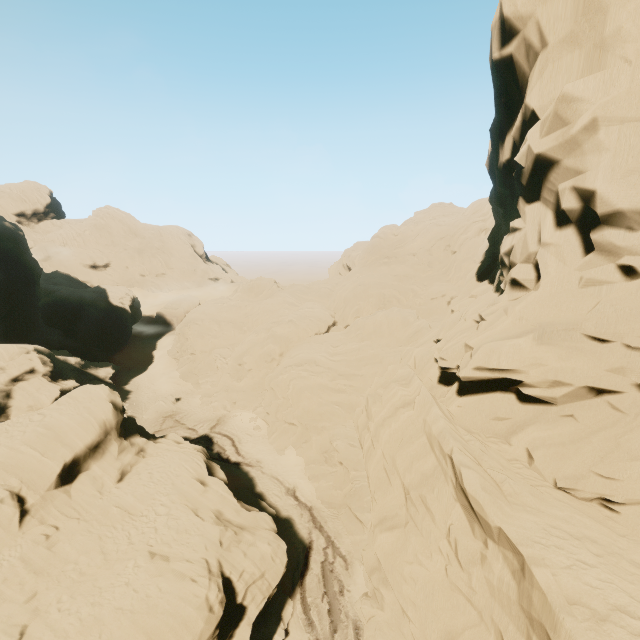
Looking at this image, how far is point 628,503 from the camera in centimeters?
870cm

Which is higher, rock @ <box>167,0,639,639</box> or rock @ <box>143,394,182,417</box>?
rock @ <box>167,0,639,639</box>

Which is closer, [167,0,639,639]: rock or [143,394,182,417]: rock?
[167,0,639,639]: rock

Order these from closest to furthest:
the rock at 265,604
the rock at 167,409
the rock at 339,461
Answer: the rock at 339,461 < the rock at 265,604 < the rock at 167,409

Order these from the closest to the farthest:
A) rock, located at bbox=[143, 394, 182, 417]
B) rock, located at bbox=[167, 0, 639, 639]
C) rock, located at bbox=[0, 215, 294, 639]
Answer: rock, located at bbox=[167, 0, 639, 639], rock, located at bbox=[0, 215, 294, 639], rock, located at bbox=[143, 394, 182, 417]

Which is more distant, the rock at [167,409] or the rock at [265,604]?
the rock at [167,409]
